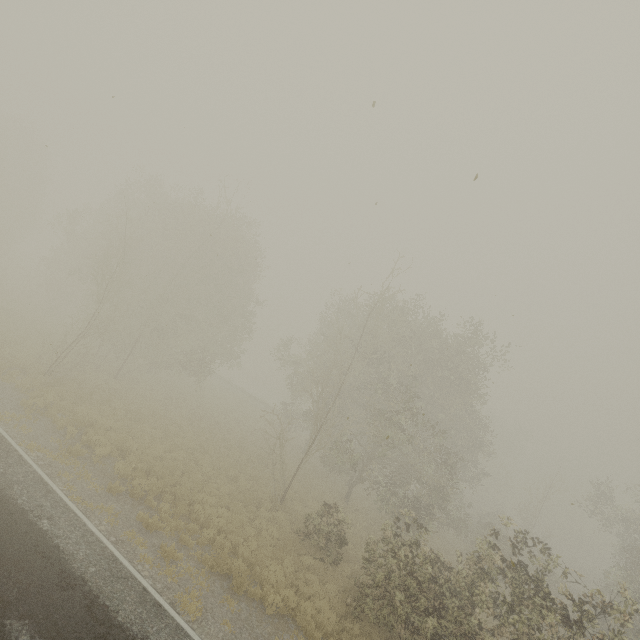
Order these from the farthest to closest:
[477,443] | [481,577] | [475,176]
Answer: [477,443] → [481,577] → [475,176]
